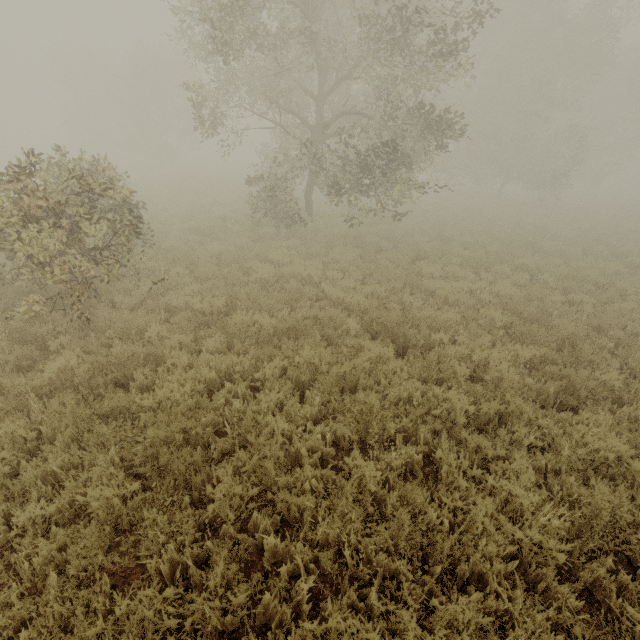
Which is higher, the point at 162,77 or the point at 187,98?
the point at 162,77
